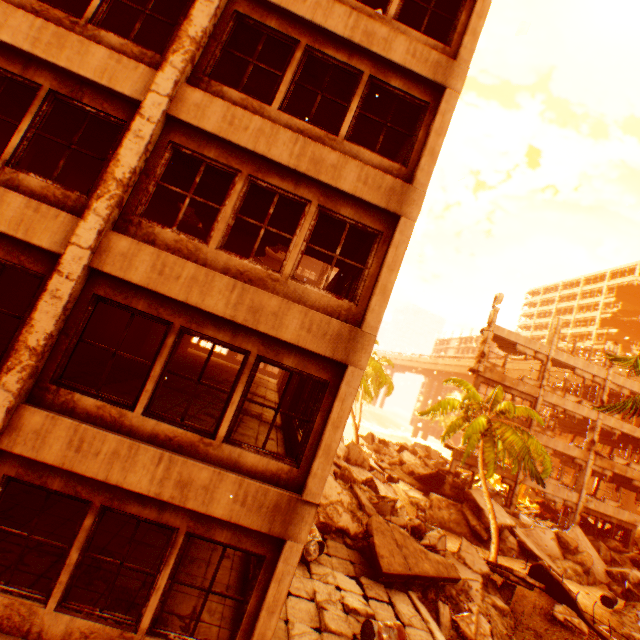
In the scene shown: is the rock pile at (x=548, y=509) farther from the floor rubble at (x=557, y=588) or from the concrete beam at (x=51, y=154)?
the concrete beam at (x=51, y=154)

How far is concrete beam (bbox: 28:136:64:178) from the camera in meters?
9.3

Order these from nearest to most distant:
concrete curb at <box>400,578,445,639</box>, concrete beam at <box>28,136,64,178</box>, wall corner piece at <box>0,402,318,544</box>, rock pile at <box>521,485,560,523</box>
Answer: wall corner piece at <box>0,402,318,544</box> < concrete curb at <box>400,578,445,639</box> < concrete beam at <box>28,136,64,178</box> < rock pile at <box>521,485,560,523</box>

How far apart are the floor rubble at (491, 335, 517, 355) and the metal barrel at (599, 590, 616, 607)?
13.7 meters

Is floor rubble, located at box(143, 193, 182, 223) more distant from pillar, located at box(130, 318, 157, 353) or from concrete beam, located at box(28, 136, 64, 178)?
pillar, located at box(130, 318, 157, 353)

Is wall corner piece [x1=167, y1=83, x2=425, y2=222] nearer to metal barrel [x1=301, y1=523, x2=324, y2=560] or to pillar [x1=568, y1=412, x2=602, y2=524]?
metal barrel [x1=301, y1=523, x2=324, y2=560]

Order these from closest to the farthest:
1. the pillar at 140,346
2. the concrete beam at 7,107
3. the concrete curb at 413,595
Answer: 1. the concrete beam at 7,107
2. the concrete curb at 413,595
3. the pillar at 140,346

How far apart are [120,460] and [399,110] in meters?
9.3 m
